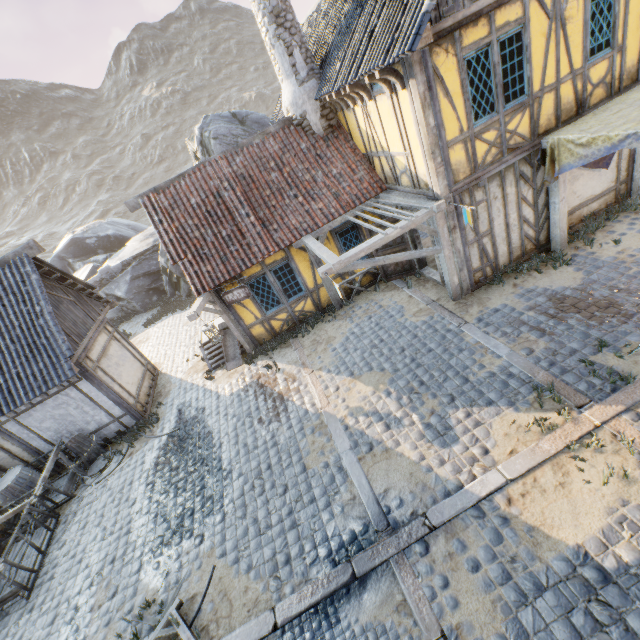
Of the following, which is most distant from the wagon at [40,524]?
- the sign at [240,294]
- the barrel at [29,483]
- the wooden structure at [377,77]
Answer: the wooden structure at [377,77]

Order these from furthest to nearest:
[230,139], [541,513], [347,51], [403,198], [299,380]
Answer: [230,139], [299,380], [403,198], [347,51], [541,513]

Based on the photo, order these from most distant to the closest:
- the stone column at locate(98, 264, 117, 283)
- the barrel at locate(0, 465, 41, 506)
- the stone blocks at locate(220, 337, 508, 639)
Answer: the stone column at locate(98, 264, 117, 283)
the barrel at locate(0, 465, 41, 506)
the stone blocks at locate(220, 337, 508, 639)

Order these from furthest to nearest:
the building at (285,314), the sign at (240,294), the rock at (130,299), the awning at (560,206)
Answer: the rock at (130,299) → the building at (285,314) → the sign at (240,294) → the awning at (560,206)

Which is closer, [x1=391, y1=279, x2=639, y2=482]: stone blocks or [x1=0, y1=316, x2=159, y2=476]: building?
[x1=391, y1=279, x2=639, y2=482]: stone blocks

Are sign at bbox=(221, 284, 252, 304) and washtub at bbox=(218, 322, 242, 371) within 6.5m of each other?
yes

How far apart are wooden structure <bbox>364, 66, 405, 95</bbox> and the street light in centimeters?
678cm

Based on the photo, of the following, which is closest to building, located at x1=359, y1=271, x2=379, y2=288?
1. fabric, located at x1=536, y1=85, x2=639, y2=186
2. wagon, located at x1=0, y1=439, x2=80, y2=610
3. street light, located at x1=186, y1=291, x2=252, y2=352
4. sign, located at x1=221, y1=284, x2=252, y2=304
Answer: fabric, located at x1=536, y1=85, x2=639, y2=186
